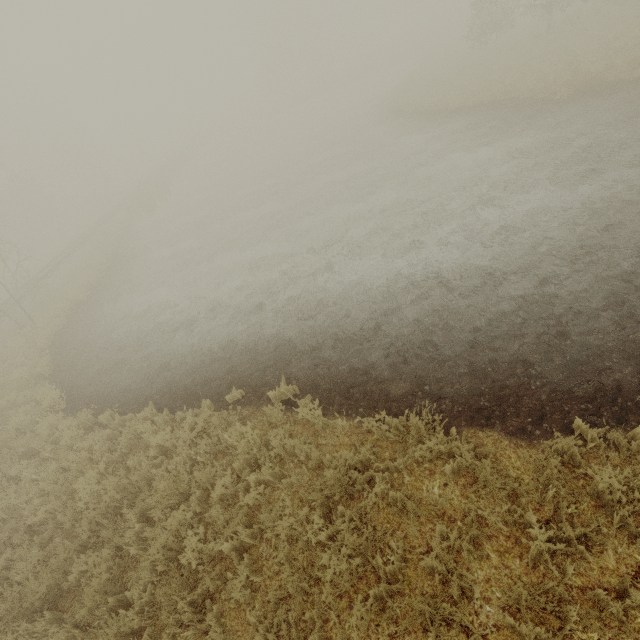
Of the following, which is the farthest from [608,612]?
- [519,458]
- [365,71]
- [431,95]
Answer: [365,71]
